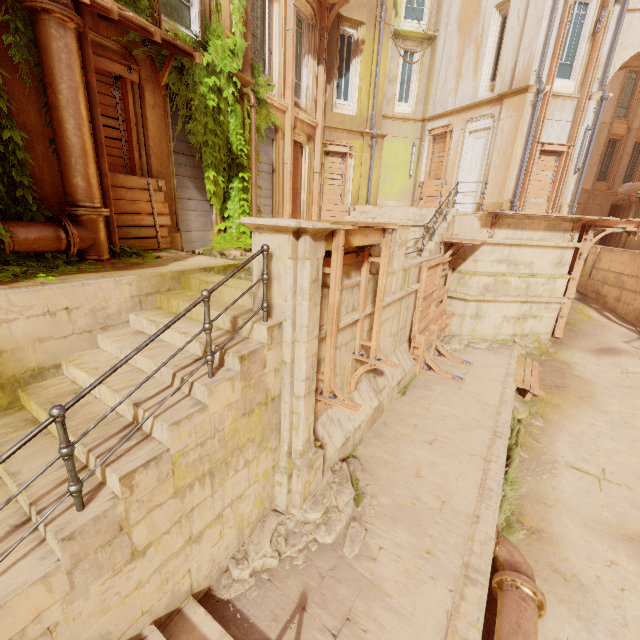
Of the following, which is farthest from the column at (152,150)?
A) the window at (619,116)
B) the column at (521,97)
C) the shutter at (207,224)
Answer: the window at (619,116)

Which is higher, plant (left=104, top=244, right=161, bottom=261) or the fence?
plant (left=104, top=244, right=161, bottom=261)

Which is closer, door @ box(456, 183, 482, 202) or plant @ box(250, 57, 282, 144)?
plant @ box(250, 57, 282, 144)

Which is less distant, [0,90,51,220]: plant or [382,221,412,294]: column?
[0,90,51,220]: plant

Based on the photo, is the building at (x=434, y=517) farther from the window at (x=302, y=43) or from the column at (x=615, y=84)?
the window at (x=302, y=43)

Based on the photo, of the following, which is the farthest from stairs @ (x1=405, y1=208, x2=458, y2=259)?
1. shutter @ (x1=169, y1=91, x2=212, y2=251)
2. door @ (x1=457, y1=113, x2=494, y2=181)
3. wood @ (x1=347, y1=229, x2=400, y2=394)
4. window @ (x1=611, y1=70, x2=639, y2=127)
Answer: window @ (x1=611, y1=70, x2=639, y2=127)

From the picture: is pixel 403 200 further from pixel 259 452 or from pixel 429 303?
pixel 259 452

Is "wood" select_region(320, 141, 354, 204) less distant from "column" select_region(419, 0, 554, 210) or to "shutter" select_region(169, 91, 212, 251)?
"column" select_region(419, 0, 554, 210)
